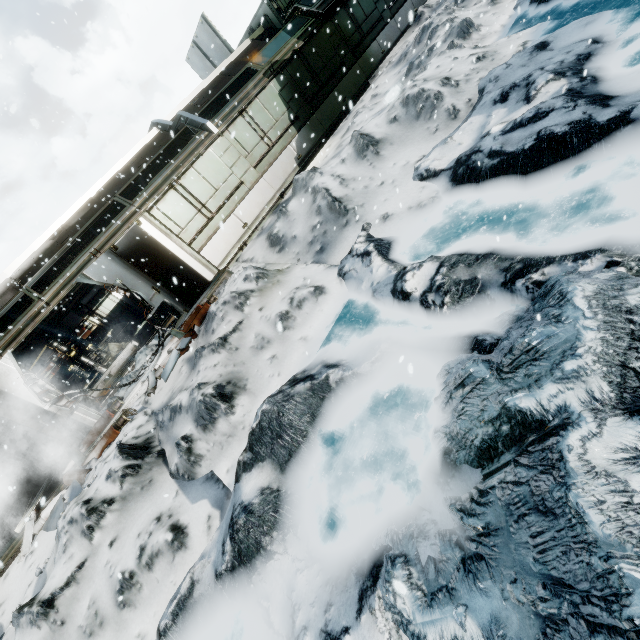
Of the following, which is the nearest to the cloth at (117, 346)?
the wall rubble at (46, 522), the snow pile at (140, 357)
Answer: the snow pile at (140, 357)

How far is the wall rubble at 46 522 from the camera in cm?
727

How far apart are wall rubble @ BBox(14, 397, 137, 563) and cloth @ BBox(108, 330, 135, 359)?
7.2m

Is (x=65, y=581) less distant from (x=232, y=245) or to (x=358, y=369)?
(x=358, y=369)

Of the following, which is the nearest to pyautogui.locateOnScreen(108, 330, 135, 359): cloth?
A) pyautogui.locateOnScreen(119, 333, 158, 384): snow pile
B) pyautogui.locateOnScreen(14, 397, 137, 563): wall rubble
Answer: pyautogui.locateOnScreen(119, 333, 158, 384): snow pile

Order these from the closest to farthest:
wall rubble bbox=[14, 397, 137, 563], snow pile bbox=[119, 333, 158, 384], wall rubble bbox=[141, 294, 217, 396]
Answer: wall rubble bbox=[14, 397, 137, 563]
wall rubble bbox=[141, 294, 217, 396]
snow pile bbox=[119, 333, 158, 384]

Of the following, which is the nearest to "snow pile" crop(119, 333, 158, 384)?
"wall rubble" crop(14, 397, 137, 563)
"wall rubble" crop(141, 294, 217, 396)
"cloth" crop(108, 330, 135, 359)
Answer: "wall rubble" crop(14, 397, 137, 563)

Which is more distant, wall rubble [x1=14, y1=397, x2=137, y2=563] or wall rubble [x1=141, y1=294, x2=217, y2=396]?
wall rubble [x1=141, y1=294, x2=217, y2=396]
